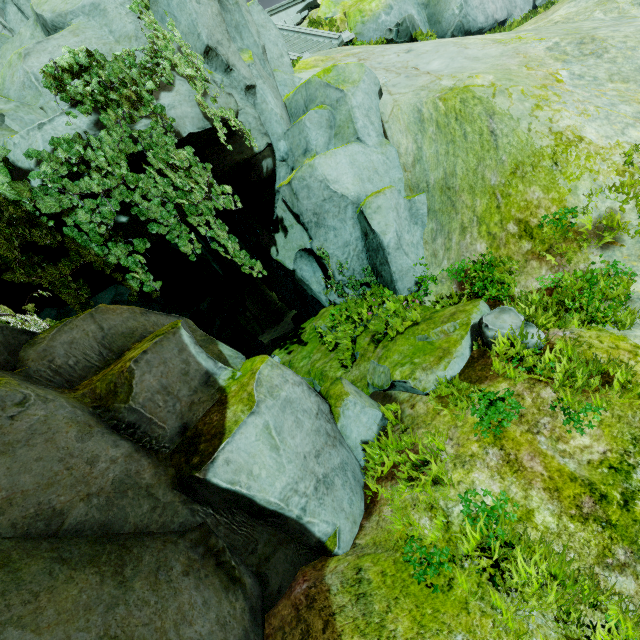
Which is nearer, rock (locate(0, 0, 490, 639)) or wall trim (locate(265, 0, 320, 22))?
rock (locate(0, 0, 490, 639))

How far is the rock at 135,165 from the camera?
5.51m

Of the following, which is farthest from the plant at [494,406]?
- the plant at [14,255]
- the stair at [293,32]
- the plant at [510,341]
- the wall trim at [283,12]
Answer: the wall trim at [283,12]

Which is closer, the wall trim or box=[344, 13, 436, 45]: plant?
box=[344, 13, 436, 45]: plant

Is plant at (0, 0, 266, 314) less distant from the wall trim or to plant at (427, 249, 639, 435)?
plant at (427, 249, 639, 435)

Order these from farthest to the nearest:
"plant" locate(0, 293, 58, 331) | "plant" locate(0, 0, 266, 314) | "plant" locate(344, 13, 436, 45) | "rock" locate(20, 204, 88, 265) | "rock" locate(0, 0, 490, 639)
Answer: "plant" locate(344, 13, 436, 45)
"rock" locate(20, 204, 88, 265)
"plant" locate(0, 0, 266, 314)
"plant" locate(0, 293, 58, 331)
"rock" locate(0, 0, 490, 639)

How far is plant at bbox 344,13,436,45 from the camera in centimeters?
1268cm

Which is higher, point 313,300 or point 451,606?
point 451,606
